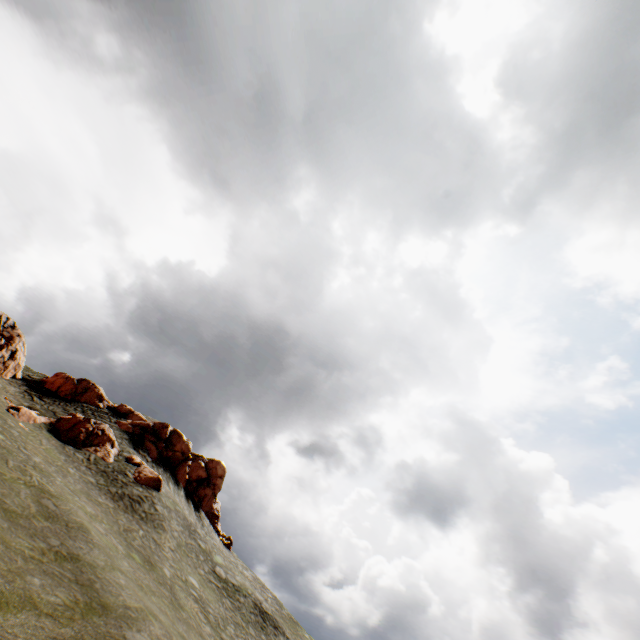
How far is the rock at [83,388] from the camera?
40.34m

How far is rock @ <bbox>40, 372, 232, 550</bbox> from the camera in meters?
40.3

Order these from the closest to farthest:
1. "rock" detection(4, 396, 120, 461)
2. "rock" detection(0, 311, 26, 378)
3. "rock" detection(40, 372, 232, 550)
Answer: "rock" detection(4, 396, 120, 461) < "rock" detection(0, 311, 26, 378) < "rock" detection(40, 372, 232, 550)

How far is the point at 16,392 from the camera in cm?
3350

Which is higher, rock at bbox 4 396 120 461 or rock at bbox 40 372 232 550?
rock at bbox 40 372 232 550

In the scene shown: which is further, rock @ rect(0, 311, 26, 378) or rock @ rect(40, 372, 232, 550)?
rock @ rect(40, 372, 232, 550)

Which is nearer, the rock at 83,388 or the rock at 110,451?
the rock at 110,451
